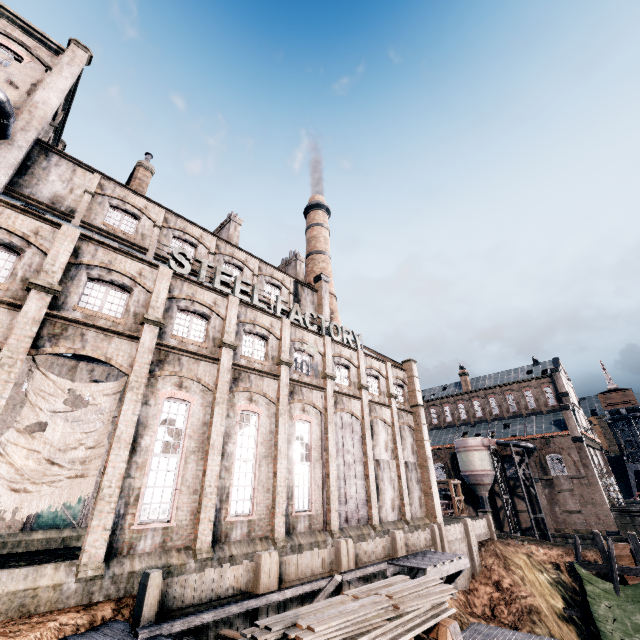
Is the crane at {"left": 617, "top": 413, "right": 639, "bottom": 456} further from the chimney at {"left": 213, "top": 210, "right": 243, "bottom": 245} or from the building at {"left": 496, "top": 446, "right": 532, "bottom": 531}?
the chimney at {"left": 213, "top": 210, "right": 243, "bottom": 245}

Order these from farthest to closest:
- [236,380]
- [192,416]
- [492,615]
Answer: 1. [492,615]
2. [236,380]
3. [192,416]

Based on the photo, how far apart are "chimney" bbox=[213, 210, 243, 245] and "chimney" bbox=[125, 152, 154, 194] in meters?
7.5 m

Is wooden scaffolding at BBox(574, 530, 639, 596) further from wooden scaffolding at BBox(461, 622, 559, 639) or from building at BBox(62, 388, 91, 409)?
building at BBox(62, 388, 91, 409)

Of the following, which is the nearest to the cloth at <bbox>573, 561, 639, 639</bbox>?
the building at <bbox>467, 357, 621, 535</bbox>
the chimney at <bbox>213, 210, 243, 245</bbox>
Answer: the building at <bbox>467, 357, 621, 535</bbox>

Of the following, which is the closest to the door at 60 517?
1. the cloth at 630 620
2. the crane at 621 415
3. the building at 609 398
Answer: the cloth at 630 620

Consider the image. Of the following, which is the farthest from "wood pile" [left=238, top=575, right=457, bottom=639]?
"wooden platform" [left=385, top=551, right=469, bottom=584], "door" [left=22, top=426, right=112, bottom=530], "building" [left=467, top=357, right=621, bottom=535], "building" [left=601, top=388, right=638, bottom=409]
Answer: "building" [left=601, top=388, right=638, bottom=409]

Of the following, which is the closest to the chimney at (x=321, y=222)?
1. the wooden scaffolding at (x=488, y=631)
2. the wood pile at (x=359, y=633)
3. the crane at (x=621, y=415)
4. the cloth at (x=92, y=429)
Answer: the cloth at (x=92, y=429)
